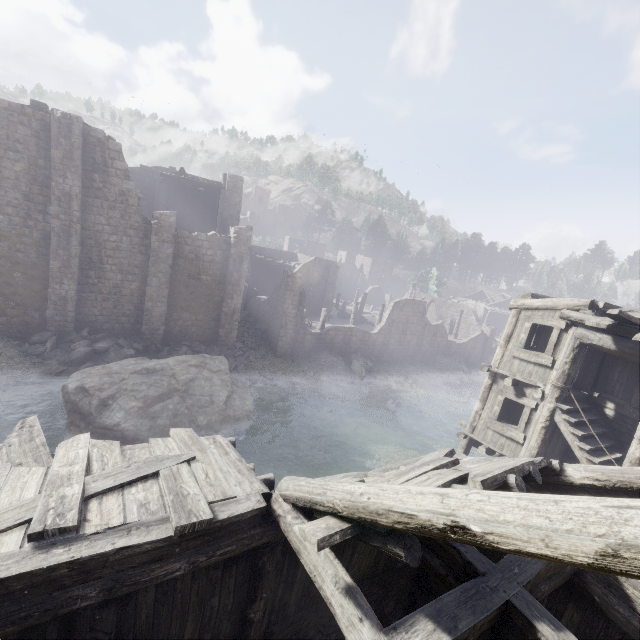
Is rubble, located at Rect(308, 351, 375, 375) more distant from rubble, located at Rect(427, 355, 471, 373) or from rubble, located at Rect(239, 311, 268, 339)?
rubble, located at Rect(427, 355, 471, 373)

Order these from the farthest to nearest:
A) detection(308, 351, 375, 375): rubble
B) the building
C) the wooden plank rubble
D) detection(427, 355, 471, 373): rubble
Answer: detection(427, 355, 471, 373): rubble → detection(308, 351, 375, 375): rubble → the wooden plank rubble → the building

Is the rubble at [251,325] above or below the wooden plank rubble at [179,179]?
below

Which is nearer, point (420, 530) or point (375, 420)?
point (420, 530)

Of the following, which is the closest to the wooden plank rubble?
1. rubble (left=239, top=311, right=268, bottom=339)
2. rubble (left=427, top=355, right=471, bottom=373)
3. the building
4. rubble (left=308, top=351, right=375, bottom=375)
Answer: the building

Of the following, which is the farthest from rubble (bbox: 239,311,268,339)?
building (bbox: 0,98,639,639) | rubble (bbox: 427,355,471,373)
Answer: rubble (bbox: 427,355,471,373)

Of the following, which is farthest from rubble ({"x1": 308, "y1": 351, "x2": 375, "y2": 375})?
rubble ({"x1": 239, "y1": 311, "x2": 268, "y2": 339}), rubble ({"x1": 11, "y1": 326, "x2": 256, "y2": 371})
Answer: rubble ({"x1": 11, "y1": 326, "x2": 256, "y2": 371})

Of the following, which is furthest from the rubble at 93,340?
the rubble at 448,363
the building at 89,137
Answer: the rubble at 448,363
